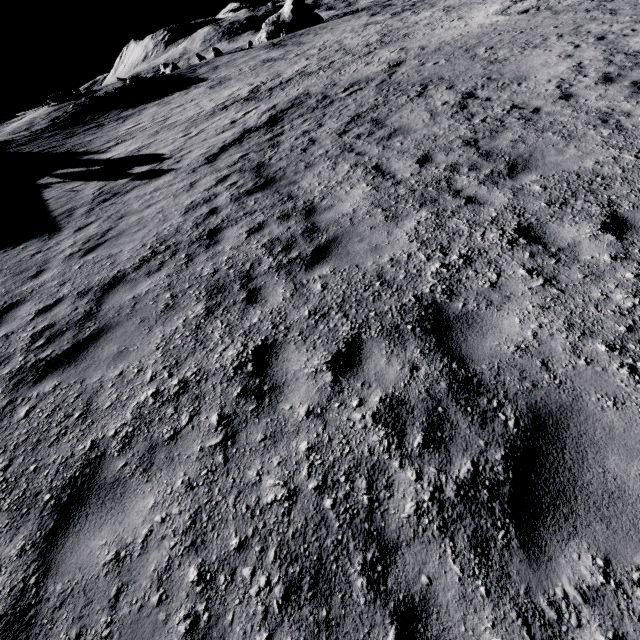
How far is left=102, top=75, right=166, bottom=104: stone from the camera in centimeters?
3644cm

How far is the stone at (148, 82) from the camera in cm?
3644

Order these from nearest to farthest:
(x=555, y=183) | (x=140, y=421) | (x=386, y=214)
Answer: (x=140, y=421), (x=555, y=183), (x=386, y=214)
